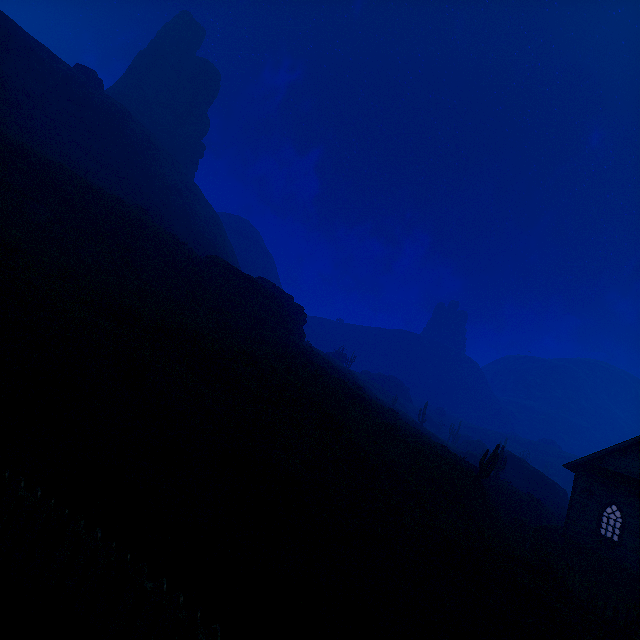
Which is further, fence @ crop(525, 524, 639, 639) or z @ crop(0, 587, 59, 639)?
fence @ crop(525, 524, 639, 639)

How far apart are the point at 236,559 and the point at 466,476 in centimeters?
1835cm

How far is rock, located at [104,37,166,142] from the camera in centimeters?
5659cm

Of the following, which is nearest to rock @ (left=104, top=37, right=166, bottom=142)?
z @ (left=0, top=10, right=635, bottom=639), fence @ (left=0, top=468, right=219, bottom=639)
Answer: z @ (left=0, top=10, right=635, bottom=639)

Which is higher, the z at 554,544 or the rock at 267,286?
the rock at 267,286

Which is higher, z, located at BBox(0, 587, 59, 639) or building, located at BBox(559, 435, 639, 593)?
building, located at BBox(559, 435, 639, 593)

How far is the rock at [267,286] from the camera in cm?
3541

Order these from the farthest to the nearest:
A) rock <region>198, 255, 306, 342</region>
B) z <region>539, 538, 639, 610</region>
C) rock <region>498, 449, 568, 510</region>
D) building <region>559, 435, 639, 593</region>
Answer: rock <region>498, 449, 568, 510</region> → rock <region>198, 255, 306, 342</region> → building <region>559, 435, 639, 593</region> → z <region>539, 538, 639, 610</region>
